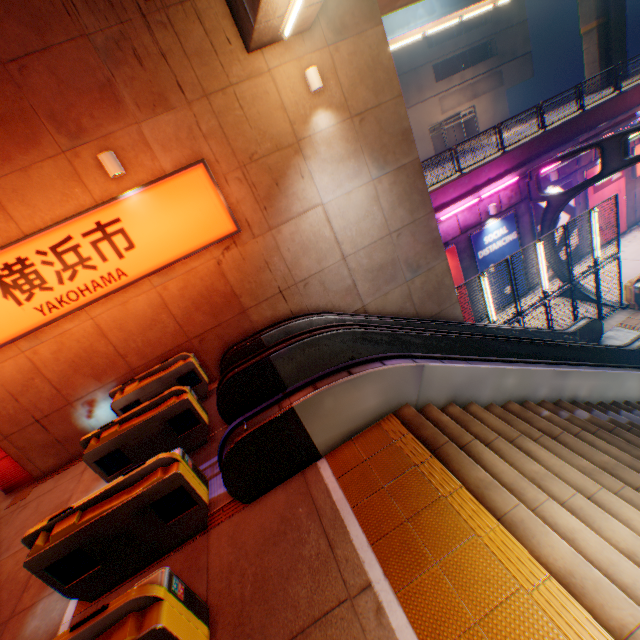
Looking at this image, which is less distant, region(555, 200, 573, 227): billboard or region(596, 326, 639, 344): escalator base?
region(596, 326, 639, 344): escalator base

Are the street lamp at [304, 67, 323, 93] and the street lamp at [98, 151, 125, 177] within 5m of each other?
yes

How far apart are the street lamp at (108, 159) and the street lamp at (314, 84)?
4.3m

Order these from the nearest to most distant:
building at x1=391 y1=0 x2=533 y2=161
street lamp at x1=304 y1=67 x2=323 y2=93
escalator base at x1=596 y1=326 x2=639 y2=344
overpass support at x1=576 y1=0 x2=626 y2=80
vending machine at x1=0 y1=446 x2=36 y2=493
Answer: street lamp at x1=304 y1=67 x2=323 y2=93
vending machine at x1=0 y1=446 x2=36 y2=493
escalator base at x1=596 y1=326 x2=639 y2=344
overpass support at x1=576 y1=0 x2=626 y2=80
building at x1=391 y1=0 x2=533 y2=161

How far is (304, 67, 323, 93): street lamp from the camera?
6.9m

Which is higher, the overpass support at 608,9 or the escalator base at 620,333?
the overpass support at 608,9

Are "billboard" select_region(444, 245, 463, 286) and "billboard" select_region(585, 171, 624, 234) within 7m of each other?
no

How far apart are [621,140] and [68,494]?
18.36m
